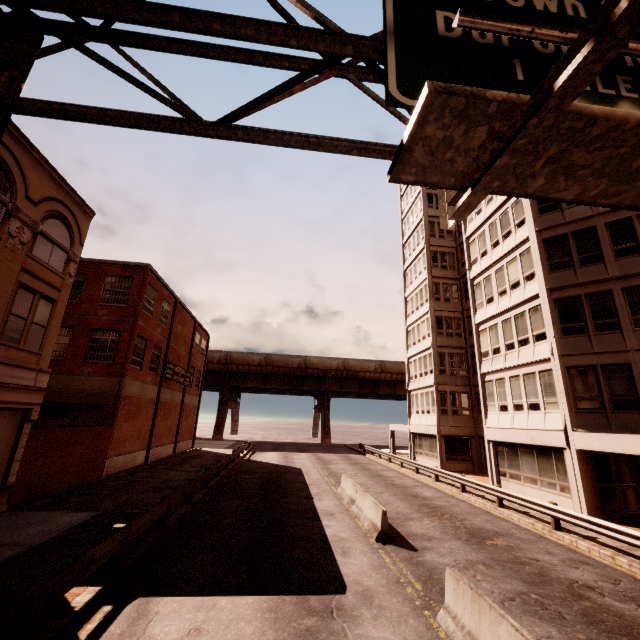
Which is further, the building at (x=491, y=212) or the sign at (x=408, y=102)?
the building at (x=491, y=212)

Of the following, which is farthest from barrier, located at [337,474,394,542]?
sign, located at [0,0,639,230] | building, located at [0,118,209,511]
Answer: building, located at [0,118,209,511]

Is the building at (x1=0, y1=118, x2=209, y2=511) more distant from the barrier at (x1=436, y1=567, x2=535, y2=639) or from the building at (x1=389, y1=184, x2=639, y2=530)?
the building at (x1=389, y1=184, x2=639, y2=530)

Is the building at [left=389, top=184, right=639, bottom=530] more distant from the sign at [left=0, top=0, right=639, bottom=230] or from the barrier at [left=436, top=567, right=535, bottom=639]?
the barrier at [left=436, top=567, right=535, bottom=639]

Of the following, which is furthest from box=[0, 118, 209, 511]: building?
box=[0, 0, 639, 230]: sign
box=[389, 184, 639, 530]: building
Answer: box=[389, 184, 639, 530]: building

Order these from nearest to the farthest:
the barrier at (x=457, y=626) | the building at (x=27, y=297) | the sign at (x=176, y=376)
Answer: the barrier at (x=457, y=626) → the building at (x=27, y=297) → the sign at (x=176, y=376)

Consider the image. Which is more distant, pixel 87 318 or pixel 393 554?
pixel 87 318

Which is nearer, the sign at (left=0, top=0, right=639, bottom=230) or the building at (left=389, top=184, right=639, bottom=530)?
the sign at (left=0, top=0, right=639, bottom=230)
